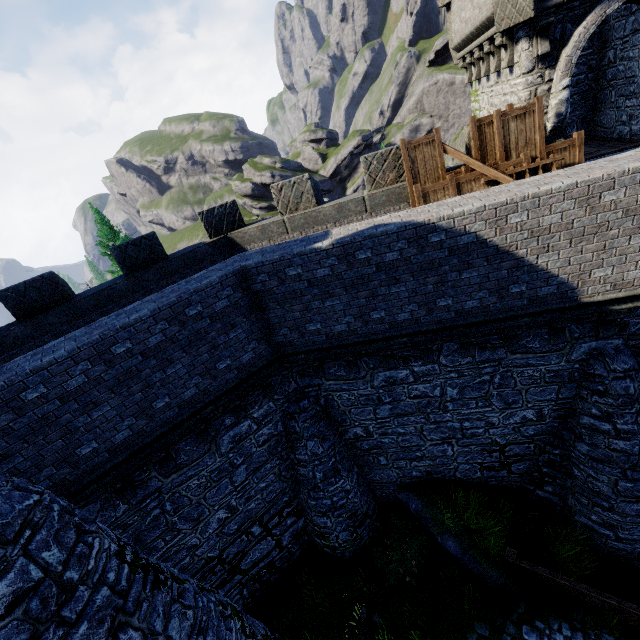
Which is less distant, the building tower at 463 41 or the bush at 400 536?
the building tower at 463 41

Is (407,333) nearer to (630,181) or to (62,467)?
(630,181)

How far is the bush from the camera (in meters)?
10.04

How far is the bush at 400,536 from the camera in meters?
10.0

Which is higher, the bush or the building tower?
the building tower

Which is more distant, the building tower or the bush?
the bush
